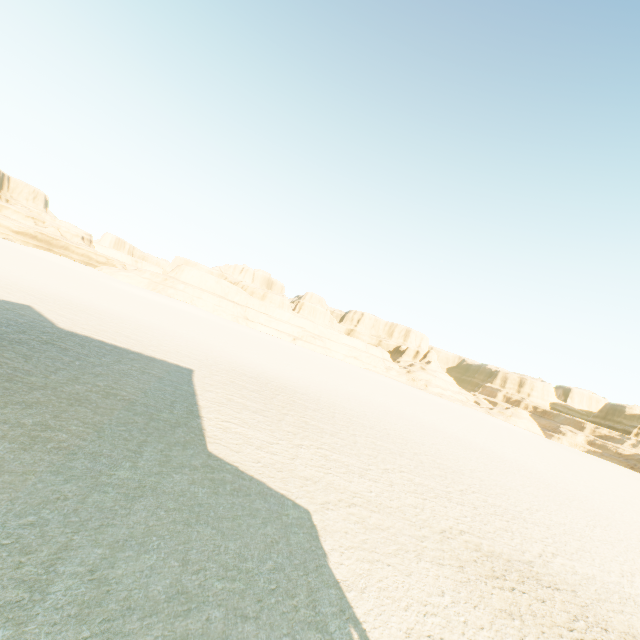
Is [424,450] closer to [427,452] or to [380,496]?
[427,452]
